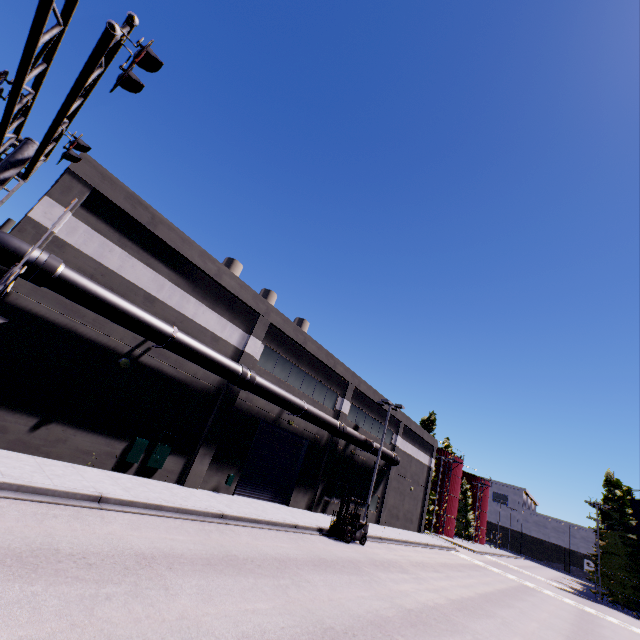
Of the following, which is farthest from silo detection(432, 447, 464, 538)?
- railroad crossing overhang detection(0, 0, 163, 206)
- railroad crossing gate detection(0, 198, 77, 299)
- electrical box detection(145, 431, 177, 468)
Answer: railroad crossing overhang detection(0, 0, 163, 206)

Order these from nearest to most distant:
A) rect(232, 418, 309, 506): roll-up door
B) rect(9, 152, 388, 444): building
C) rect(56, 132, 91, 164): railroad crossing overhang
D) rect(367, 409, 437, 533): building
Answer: rect(56, 132, 91, 164): railroad crossing overhang < rect(9, 152, 388, 444): building < rect(232, 418, 309, 506): roll-up door < rect(367, 409, 437, 533): building

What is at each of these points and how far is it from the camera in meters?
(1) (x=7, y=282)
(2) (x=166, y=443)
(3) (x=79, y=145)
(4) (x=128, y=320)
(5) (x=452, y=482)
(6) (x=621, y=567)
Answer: (1) railroad crossing gate, 8.9 m
(2) electrical box, 15.3 m
(3) railroad crossing overhang, 8.4 m
(4) pipe, 13.0 m
(5) silo, 53.0 m
(6) tree, 36.3 m

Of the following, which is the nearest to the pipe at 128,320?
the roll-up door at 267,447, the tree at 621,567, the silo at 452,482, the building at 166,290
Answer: the building at 166,290

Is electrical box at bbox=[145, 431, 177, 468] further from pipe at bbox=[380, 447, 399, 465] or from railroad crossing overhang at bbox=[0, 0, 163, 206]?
railroad crossing overhang at bbox=[0, 0, 163, 206]

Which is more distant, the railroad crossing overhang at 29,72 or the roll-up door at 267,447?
the roll-up door at 267,447

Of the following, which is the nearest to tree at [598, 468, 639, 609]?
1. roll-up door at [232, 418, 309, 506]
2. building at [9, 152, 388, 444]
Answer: building at [9, 152, 388, 444]
